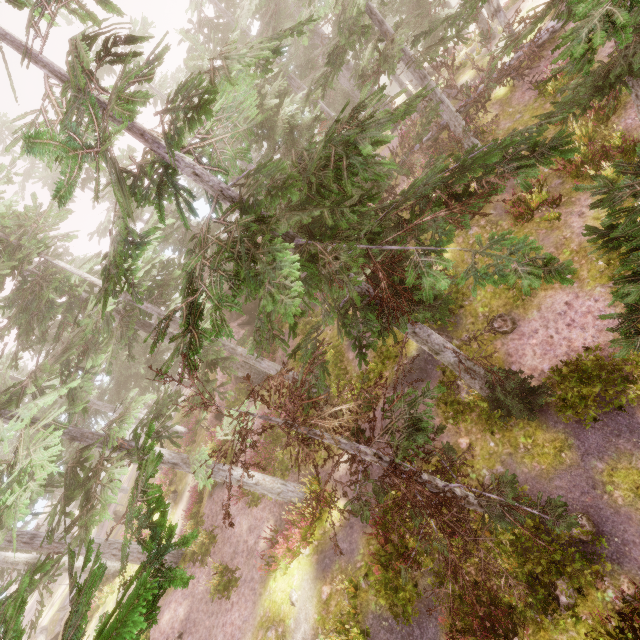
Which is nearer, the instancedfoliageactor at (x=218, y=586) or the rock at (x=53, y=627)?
the instancedfoliageactor at (x=218, y=586)

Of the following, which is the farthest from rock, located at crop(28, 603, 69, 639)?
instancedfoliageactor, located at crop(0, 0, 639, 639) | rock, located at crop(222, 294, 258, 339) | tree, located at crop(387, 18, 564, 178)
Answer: tree, located at crop(387, 18, 564, 178)

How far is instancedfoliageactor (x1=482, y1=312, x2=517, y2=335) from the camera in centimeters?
1017cm

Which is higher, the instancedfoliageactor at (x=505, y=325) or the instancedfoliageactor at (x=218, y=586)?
the instancedfoliageactor at (x=218, y=586)

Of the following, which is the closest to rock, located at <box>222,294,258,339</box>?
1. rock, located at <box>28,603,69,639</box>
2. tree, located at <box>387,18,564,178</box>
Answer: tree, located at <box>387,18,564,178</box>

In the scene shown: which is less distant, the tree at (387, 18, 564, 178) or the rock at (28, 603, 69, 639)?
the tree at (387, 18, 564, 178)

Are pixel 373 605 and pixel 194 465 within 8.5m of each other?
yes

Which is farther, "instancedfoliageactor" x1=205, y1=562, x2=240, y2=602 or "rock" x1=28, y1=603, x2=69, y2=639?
"rock" x1=28, y1=603, x2=69, y2=639
